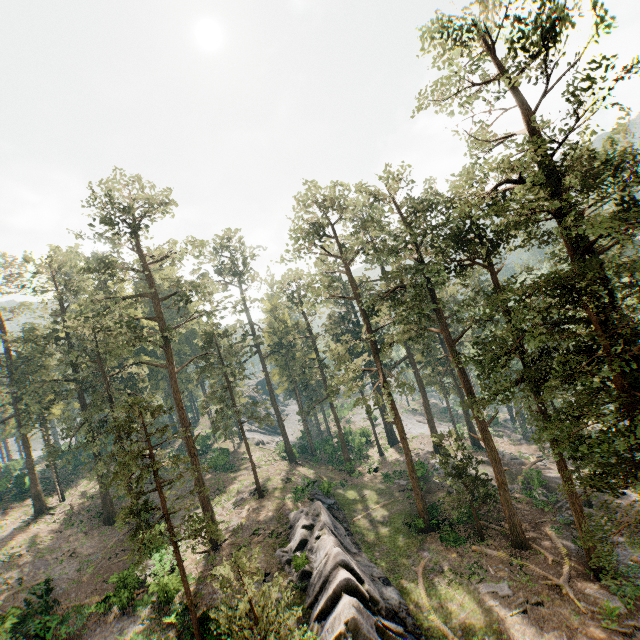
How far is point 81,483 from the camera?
43.5 meters

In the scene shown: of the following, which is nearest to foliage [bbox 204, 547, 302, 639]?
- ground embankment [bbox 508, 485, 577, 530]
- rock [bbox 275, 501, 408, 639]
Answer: ground embankment [bbox 508, 485, 577, 530]

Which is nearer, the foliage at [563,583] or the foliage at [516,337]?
the foliage at [516,337]

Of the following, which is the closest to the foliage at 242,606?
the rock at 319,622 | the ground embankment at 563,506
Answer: the ground embankment at 563,506

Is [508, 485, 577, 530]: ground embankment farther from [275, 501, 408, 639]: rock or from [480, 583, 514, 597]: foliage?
[275, 501, 408, 639]: rock

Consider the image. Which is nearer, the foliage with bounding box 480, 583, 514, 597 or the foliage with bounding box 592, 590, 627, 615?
the foliage with bounding box 592, 590, 627, 615
